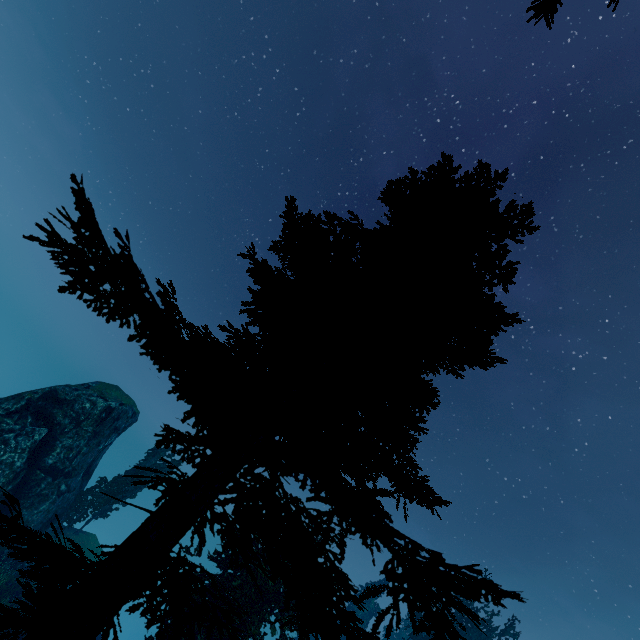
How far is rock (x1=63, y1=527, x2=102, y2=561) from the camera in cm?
2764

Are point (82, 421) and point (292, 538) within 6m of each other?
no

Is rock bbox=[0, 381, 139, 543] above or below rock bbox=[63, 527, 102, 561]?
above

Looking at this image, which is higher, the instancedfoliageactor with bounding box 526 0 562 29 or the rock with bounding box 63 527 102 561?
the instancedfoliageactor with bounding box 526 0 562 29

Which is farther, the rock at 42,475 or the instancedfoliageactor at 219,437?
the rock at 42,475

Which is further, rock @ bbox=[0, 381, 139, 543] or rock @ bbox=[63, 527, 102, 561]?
rock @ bbox=[63, 527, 102, 561]
